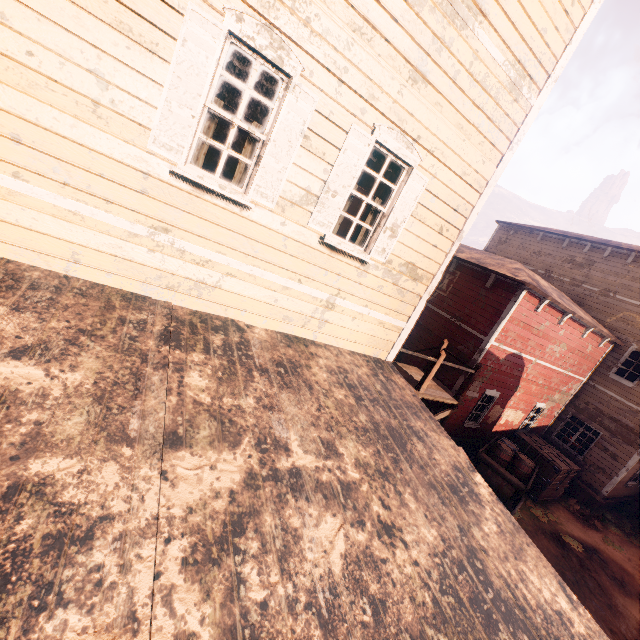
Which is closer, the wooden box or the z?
the z

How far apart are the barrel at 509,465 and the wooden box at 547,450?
2.1m

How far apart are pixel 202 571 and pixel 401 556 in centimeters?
163cm

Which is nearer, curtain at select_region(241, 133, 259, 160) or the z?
curtain at select_region(241, 133, 259, 160)

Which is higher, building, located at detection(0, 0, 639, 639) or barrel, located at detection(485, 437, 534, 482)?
building, located at detection(0, 0, 639, 639)

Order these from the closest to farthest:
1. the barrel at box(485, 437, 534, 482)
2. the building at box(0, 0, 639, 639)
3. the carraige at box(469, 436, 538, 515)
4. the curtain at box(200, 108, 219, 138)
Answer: the building at box(0, 0, 639, 639), the curtain at box(200, 108, 219, 138), the carraige at box(469, 436, 538, 515), the barrel at box(485, 437, 534, 482)

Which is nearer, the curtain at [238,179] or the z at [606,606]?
the curtain at [238,179]

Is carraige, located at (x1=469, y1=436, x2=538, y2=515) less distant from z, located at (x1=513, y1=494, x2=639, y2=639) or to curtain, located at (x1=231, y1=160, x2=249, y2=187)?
z, located at (x1=513, y1=494, x2=639, y2=639)
